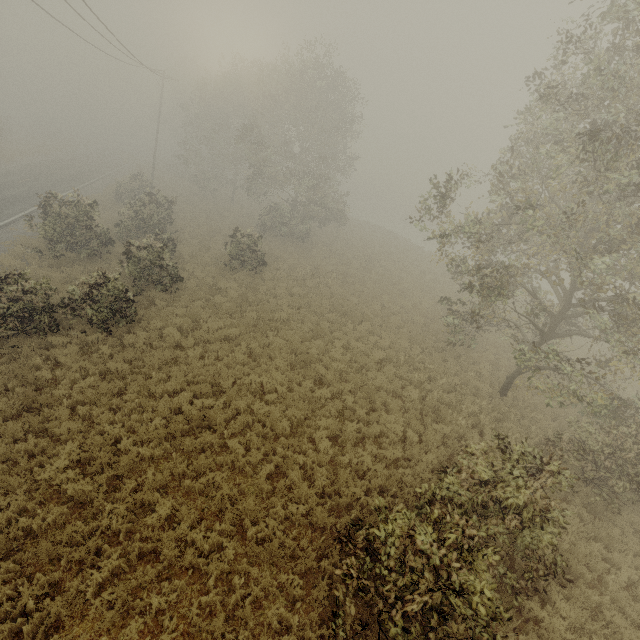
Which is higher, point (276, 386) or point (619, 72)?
point (619, 72)
